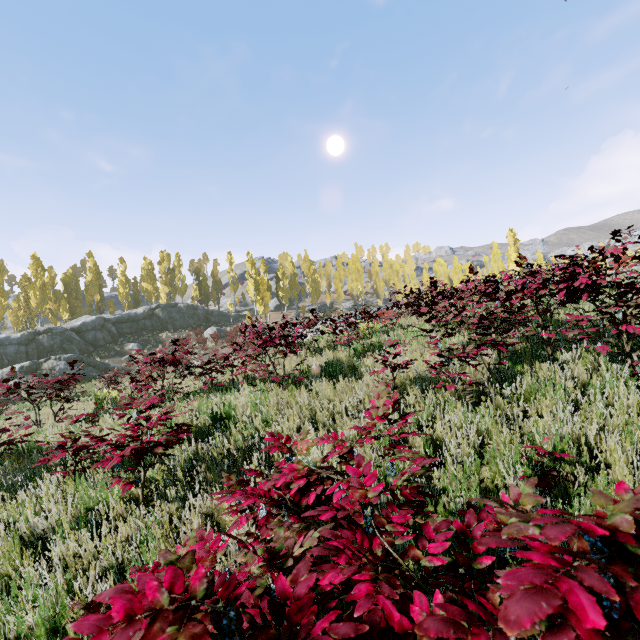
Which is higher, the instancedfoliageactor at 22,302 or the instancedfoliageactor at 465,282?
the instancedfoliageactor at 22,302

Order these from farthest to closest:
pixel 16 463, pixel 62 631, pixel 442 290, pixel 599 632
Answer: pixel 442 290, pixel 16 463, pixel 62 631, pixel 599 632

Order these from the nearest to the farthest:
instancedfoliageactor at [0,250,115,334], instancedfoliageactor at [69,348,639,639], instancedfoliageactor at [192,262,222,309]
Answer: instancedfoliageactor at [69,348,639,639] < instancedfoliageactor at [0,250,115,334] < instancedfoliageactor at [192,262,222,309]

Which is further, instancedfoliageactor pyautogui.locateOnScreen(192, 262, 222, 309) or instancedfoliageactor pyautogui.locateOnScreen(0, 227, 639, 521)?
instancedfoliageactor pyautogui.locateOnScreen(192, 262, 222, 309)

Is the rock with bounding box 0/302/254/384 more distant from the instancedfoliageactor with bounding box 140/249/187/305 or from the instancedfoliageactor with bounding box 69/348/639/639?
the instancedfoliageactor with bounding box 69/348/639/639

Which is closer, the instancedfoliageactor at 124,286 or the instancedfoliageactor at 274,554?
the instancedfoliageactor at 274,554
